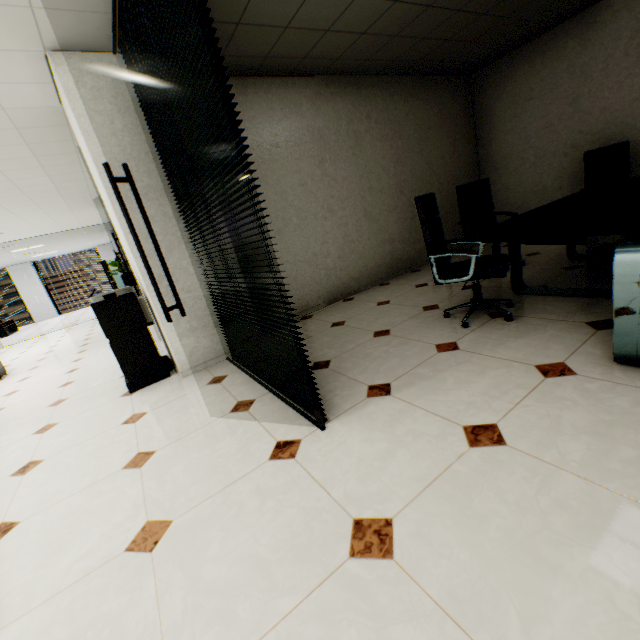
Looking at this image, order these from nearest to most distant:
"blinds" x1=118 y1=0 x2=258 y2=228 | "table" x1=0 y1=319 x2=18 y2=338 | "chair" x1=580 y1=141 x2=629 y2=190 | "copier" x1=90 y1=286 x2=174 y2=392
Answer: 1. "blinds" x1=118 y1=0 x2=258 y2=228
2. "copier" x1=90 y1=286 x2=174 y2=392
3. "chair" x1=580 y1=141 x2=629 y2=190
4. "table" x1=0 y1=319 x2=18 y2=338

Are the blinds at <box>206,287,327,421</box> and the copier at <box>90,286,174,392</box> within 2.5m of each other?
yes

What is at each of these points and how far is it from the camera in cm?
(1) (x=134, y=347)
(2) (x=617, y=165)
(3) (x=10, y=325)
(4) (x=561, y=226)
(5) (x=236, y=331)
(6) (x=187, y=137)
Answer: (1) copier, 334
(2) chair, 424
(3) table, 1467
(4) table, 214
(5) blinds, 299
(6) blinds, 219

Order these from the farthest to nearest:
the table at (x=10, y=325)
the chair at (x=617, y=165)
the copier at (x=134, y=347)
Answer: the table at (x=10, y=325) → the chair at (x=617, y=165) → the copier at (x=134, y=347)

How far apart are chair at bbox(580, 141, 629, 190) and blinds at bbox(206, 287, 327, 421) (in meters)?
4.55

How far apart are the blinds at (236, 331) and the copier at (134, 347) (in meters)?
0.71

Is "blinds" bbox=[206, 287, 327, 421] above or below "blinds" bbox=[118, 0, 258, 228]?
below

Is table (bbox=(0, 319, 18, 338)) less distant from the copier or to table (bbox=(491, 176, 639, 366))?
the copier
